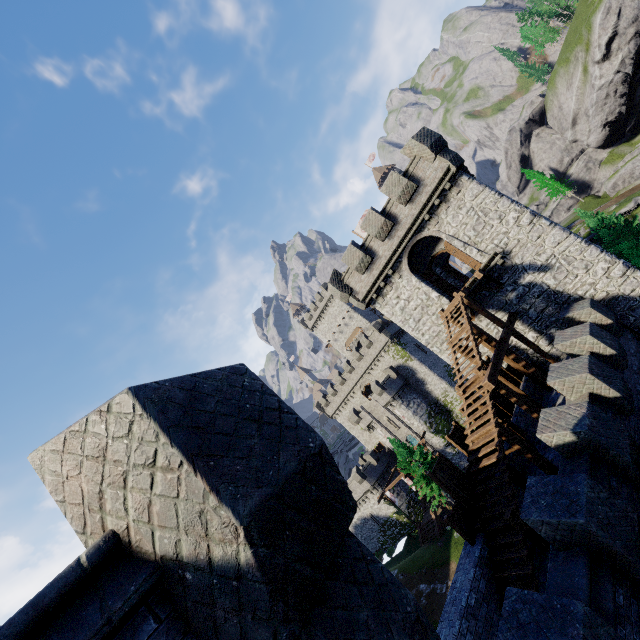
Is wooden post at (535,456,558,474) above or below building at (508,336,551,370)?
below

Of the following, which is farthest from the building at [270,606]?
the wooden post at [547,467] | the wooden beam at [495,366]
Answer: the wooden beam at [495,366]

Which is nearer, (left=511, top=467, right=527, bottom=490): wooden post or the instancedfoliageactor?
(left=511, top=467, right=527, bottom=490): wooden post

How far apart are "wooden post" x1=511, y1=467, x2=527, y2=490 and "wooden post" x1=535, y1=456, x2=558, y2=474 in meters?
1.1

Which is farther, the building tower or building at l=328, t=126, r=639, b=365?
the building tower

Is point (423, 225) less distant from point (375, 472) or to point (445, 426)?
point (445, 426)

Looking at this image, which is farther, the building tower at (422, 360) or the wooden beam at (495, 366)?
the building tower at (422, 360)

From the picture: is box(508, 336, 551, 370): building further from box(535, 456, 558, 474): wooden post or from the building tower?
the building tower
